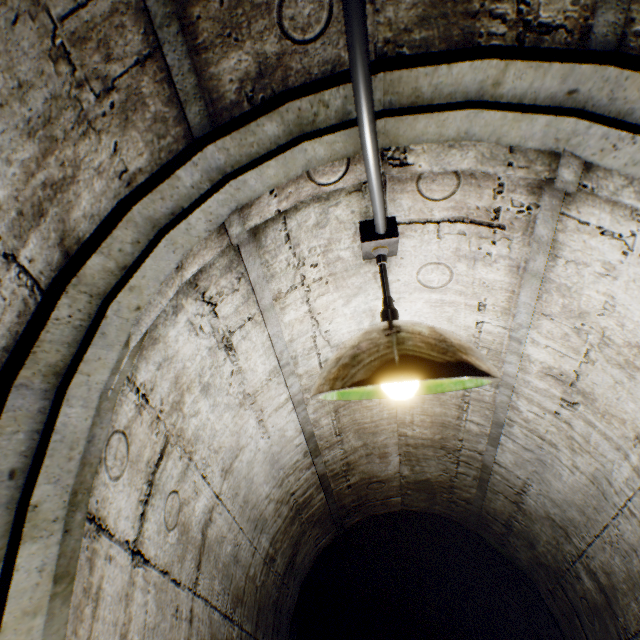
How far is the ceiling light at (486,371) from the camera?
0.7m

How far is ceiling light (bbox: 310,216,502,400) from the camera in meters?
0.7 m

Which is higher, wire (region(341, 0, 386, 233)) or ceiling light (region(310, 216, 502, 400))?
wire (region(341, 0, 386, 233))

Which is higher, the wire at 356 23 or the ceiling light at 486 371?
the wire at 356 23

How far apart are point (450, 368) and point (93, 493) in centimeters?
91cm
